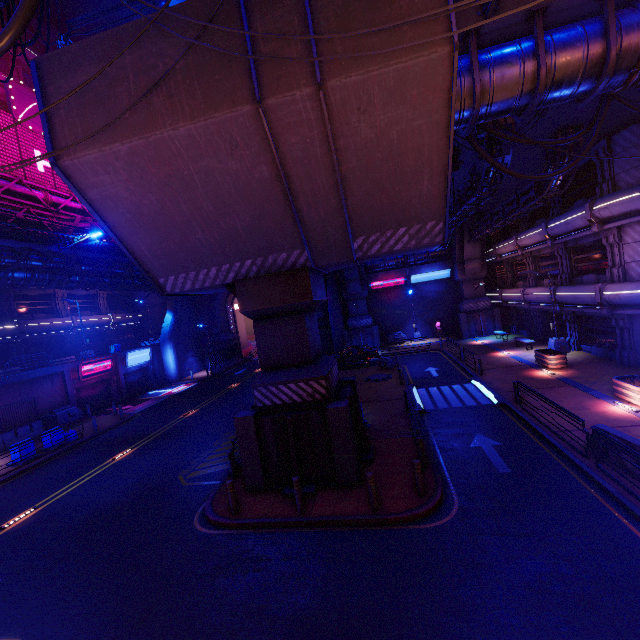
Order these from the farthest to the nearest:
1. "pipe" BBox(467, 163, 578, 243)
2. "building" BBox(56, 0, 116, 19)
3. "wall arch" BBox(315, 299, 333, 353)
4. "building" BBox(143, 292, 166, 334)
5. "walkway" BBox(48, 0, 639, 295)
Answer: "building" BBox(56, 0, 116, 19) → "building" BBox(143, 292, 166, 334) → "wall arch" BBox(315, 299, 333, 353) → "pipe" BBox(467, 163, 578, 243) → "walkway" BBox(48, 0, 639, 295)

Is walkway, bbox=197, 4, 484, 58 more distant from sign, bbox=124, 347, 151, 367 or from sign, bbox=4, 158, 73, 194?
sign, bbox=4, 158, 73, 194

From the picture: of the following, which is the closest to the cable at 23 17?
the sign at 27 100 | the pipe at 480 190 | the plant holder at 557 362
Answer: the pipe at 480 190

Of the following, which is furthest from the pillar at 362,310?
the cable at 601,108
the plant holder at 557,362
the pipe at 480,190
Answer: the cable at 601,108

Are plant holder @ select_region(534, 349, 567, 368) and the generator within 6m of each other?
no

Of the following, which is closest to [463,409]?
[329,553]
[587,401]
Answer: [587,401]

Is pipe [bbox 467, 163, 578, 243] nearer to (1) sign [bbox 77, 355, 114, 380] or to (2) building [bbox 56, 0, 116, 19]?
(2) building [bbox 56, 0, 116, 19]

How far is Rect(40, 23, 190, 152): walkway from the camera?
7.6 meters
